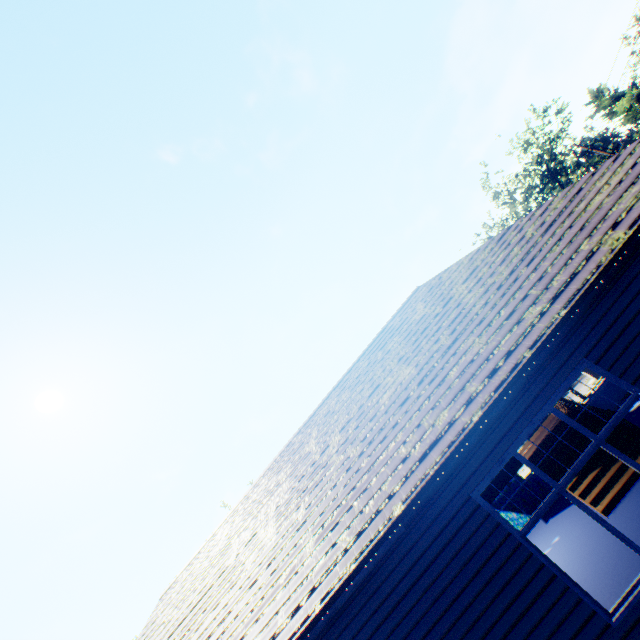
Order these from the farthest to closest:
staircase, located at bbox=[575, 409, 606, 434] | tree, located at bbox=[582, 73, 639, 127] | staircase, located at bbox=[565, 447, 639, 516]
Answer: tree, located at bbox=[582, 73, 639, 127] < staircase, located at bbox=[575, 409, 606, 434] < staircase, located at bbox=[565, 447, 639, 516]

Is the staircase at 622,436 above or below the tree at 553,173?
below

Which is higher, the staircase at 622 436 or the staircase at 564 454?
the staircase at 564 454

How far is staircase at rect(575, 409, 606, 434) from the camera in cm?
980

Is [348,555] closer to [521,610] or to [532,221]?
[521,610]

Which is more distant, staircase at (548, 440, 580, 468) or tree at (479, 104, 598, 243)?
tree at (479, 104, 598, 243)
